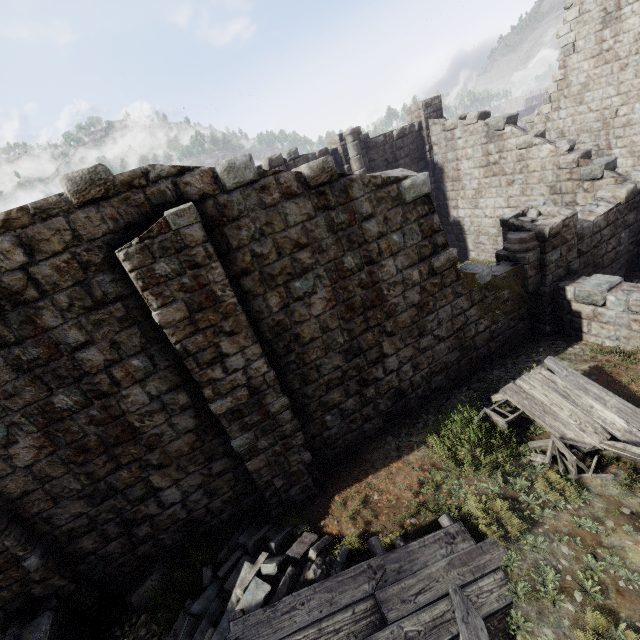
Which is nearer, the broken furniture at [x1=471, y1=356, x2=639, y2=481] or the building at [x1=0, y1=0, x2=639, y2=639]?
the building at [x1=0, y1=0, x2=639, y2=639]

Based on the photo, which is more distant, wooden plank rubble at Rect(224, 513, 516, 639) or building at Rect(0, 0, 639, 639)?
building at Rect(0, 0, 639, 639)

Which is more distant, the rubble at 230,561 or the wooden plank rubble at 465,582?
the rubble at 230,561

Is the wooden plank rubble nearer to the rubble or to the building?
the rubble

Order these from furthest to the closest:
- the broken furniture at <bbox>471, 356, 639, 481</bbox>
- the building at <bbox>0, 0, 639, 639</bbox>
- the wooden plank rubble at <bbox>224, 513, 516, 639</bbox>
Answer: the broken furniture at <bbox>471, 356, 639, 481</bbox>, the building at <bbox>0, 0, 639, 639</bbox>, the wooden plank rubble at <bbox>224, 513, 516, 639</bbox>

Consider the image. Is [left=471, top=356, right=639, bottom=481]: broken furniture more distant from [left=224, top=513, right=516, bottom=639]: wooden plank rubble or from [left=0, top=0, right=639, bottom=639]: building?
[left=224, top=513, right=516, bottom=639]: wooden plank rubble

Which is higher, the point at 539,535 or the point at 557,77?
the point at 557,77

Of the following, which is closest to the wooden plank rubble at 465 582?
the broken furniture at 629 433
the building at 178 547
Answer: the broken furniture at 629 433
